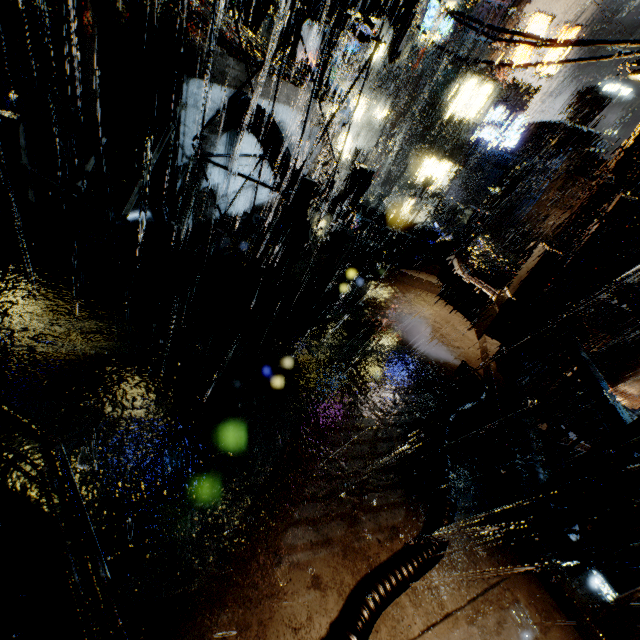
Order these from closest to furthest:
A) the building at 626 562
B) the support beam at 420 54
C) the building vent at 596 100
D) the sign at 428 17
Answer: the building at 626 562
the sign at 428 17
the support beam at 420 54
the building vent at 596 100

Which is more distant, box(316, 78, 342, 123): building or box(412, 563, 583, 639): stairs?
box(316, 78, 342, 123): building

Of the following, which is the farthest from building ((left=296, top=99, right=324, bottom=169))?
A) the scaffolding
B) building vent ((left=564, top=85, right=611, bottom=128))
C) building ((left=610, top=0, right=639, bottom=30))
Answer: building ((left=610, top=0, right=639, bottom=30))

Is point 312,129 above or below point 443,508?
above

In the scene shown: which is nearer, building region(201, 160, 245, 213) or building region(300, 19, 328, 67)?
building region(201, 160, 245, 213)

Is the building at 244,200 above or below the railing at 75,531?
below

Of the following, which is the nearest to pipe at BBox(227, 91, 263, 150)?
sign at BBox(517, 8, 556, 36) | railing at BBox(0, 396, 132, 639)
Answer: railing at BBox(0, 396, 132, 639)

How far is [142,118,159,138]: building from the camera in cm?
920
